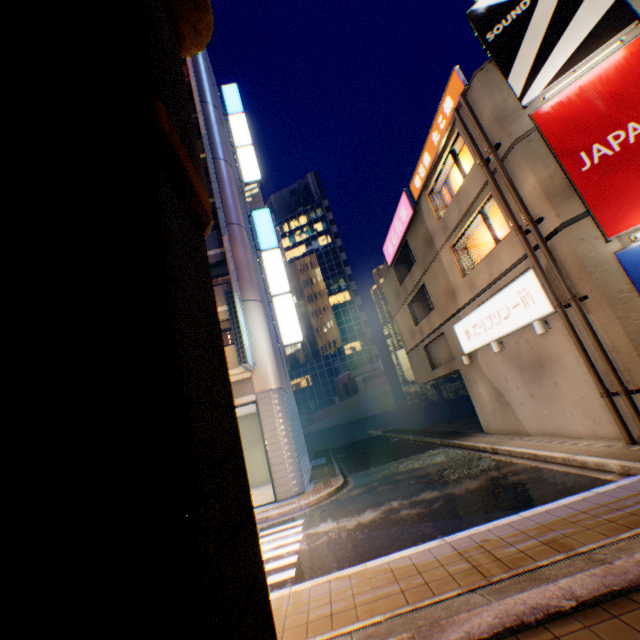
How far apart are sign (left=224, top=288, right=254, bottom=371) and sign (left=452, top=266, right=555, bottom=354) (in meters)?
9.56

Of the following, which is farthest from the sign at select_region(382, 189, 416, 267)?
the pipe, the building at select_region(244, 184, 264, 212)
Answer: the building at select_region(244, 184, 264, 212)

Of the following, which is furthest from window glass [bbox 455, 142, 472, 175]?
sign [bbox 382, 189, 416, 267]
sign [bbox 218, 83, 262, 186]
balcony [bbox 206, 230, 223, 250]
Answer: sign [bbox 218, 83, 262, 186]

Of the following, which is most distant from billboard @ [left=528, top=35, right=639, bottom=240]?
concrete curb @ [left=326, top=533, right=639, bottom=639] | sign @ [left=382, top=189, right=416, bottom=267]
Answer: sign @ [left=382, top=189, right=416, bottom=267]

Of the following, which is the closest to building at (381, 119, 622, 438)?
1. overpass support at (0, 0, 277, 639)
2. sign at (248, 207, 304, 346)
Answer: overpass support at (0, 0, 277, 639)

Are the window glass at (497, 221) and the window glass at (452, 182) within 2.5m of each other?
yes

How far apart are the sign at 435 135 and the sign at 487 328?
6.23m

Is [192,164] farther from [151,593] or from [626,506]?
[626,506]
